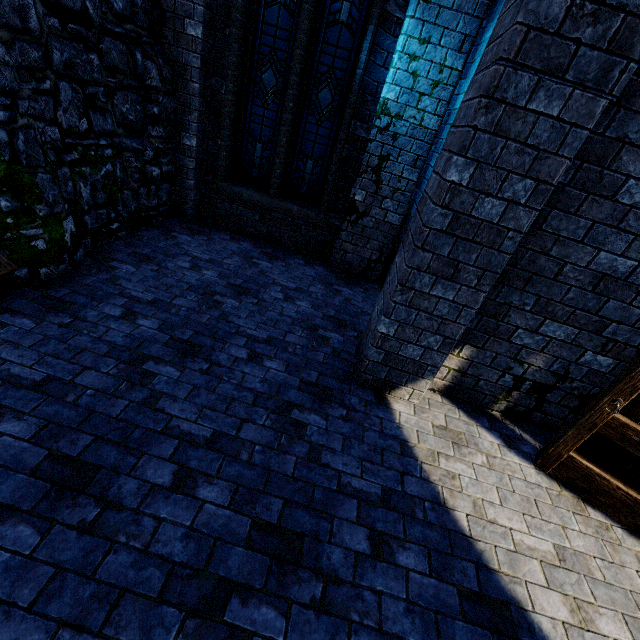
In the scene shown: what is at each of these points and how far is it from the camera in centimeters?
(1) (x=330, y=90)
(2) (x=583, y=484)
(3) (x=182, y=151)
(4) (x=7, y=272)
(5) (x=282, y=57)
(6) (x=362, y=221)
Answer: (1) window glass, 536cm
(2) double door, 311cm
(3) building, 563cm
(4) stairs, 292cm
(5) window glass, 525cm
(6) building, 570cm

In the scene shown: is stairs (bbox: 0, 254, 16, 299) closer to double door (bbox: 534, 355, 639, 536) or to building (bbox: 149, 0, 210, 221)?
building (bbox: 149, 0, 210, 221)

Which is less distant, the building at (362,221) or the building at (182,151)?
the building at (362,221)

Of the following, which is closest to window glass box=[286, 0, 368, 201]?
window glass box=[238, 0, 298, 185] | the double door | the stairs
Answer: window glass box=[238, 0, 298, 185]

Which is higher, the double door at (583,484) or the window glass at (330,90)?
the window glass at (330,90)

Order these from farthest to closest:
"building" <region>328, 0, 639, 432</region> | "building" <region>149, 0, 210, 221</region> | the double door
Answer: "building" <region>149, 0, 210, 221</region>, the double door, "building" <region>328, 0, 639, 432</region>

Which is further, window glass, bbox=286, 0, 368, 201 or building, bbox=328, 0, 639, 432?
window glass, bbox=286, 0, 368, 201

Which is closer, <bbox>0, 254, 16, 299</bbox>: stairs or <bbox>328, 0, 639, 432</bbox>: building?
<bbox>328, 0, 639, 432</bbox>: building
